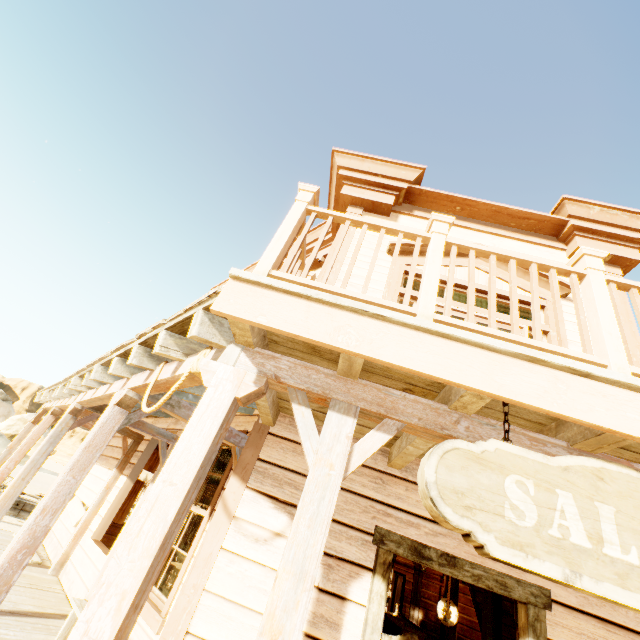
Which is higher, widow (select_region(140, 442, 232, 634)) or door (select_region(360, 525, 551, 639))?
door (select_region(360, 525, 551, 639))

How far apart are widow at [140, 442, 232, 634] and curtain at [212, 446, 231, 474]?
0.02m

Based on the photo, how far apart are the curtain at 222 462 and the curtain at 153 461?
5.7m

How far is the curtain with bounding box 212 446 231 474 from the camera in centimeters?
517cm

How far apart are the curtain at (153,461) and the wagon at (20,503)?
5.4m

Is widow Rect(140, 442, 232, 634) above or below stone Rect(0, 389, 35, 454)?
below

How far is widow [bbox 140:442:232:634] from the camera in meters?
3.7

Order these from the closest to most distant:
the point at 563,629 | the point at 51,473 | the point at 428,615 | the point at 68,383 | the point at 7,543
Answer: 1. the point at 563,629
2. the point at 68,383
3. the point at 7,543
4. the point at 428,615
5. the point at 51,473
